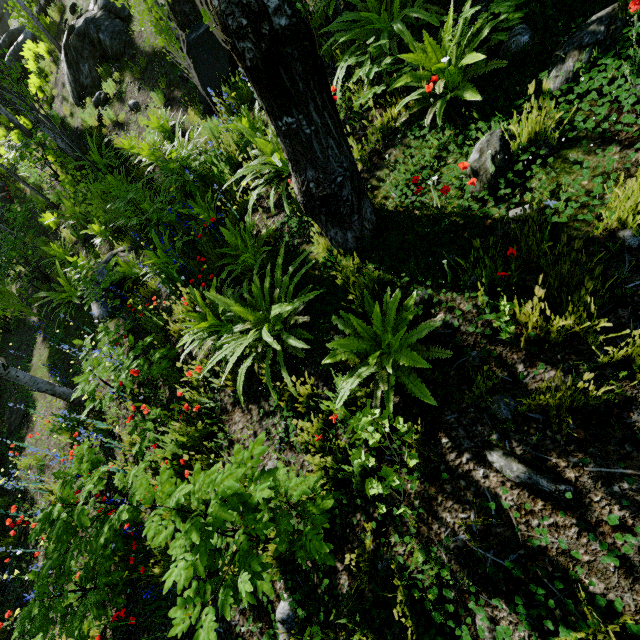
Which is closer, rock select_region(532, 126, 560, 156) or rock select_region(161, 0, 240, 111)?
rock select_region(532, 126, 560, 156)

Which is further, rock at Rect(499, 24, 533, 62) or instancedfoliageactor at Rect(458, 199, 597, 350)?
rock at Rect(499, 24, 533, 62)

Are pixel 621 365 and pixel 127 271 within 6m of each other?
no

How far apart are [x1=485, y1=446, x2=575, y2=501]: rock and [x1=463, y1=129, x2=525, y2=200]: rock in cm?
180

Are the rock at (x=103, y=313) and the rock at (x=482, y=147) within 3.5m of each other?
no

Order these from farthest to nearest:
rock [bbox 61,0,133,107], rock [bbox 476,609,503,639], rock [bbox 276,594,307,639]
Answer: rock [bbox 61,0,133,107] → rock [bbox 276,594,307,639] → rock [bbox 476,609,503,639]

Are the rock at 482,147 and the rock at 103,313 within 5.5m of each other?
no

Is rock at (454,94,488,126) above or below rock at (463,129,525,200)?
above
